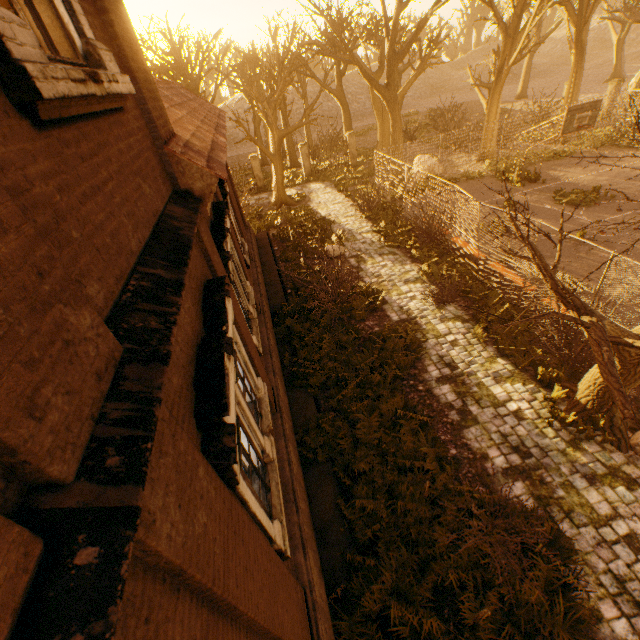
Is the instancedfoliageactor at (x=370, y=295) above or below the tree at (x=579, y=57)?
below

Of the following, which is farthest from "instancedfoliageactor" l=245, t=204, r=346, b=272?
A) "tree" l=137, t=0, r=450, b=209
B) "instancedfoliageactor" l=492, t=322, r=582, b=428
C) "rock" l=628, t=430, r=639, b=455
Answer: "rock" l=628, t=430, r=639, b=455

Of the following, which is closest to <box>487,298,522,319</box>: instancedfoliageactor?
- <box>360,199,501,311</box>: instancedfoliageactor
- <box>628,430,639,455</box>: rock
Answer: <box>360,199,501,311</box>: instancedfoliageactor

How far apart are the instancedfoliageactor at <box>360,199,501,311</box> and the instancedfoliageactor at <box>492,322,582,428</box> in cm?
502

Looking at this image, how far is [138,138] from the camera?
3.3m

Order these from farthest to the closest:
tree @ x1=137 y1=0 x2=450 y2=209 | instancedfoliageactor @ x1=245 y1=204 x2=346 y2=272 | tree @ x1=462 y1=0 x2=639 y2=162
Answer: tree @ x1=462 y1=0 x2=639 y2=162, tree @ x1=137 y1=0 x2=450 y2=209, instancedfoliageactor @ x1=245 y1=204 x2=346 y2=272

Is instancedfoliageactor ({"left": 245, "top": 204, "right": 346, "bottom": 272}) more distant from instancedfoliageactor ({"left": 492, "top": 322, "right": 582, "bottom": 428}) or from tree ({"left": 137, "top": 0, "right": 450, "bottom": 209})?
instancedfoliageactor ({"left": 492, "top": 322, "right": 582, "bottom": 428})

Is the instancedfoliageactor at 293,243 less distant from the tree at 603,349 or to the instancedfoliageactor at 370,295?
the instancedfoliageactor at 370,295
